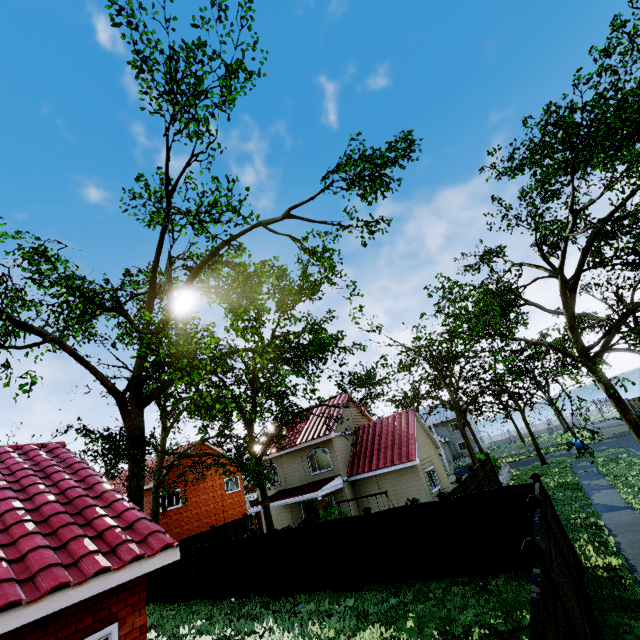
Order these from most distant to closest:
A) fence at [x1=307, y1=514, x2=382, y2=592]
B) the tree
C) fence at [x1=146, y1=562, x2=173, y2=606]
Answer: fence at [x1=146, y1=562, x2=173, y2=606] → fence at [x1=307, y1=514, x2=382, y2=592] → the tree

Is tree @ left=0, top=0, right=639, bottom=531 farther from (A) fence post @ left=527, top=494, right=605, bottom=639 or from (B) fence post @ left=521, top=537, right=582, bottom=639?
(B) fence post @ left=521, top=537, right=582, bottom=639

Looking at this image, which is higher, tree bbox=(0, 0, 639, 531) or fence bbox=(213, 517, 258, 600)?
tree bbox=(0, 0, 639, 531)

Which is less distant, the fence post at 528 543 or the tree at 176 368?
the fence post at 528 543

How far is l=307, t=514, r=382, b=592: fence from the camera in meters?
11.9

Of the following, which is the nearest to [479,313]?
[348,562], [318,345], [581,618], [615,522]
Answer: [581,618]

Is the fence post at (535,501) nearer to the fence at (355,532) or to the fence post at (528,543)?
the fence at (355,532)

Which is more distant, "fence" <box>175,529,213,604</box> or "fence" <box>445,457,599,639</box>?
"fence" <box>175,529,213,604</box>
